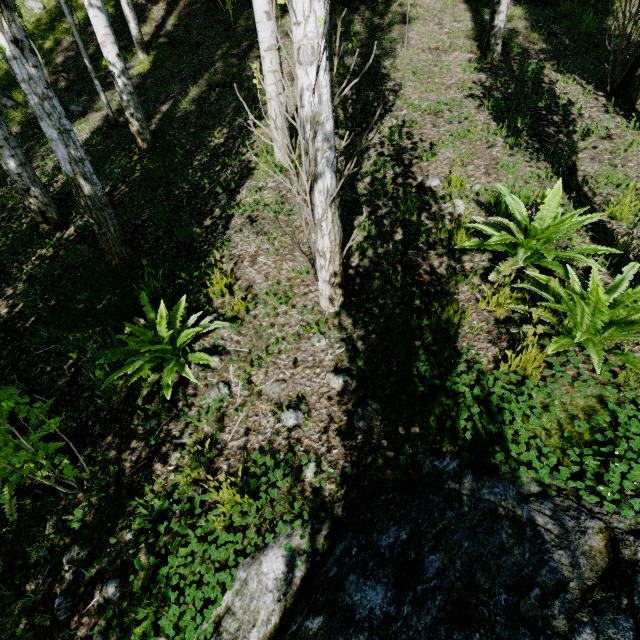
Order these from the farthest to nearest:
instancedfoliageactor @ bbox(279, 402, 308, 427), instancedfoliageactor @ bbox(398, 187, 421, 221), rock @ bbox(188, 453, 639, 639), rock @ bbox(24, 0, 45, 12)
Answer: rock @ bbox(24, 0, 45, 12) < instancedfoliageactor @ bbox(398, 187, 421, 221) < instancedfoliageactor @ bbox(279, 402, 308, 427) < rock @ bbox(188, 453, 639, 639)

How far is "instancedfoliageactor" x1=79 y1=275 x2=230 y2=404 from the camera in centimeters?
266cm

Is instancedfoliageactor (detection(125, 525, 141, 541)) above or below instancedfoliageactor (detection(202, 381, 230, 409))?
below

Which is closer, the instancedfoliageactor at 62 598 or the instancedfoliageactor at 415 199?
the instancedfoliageactor at 62 598

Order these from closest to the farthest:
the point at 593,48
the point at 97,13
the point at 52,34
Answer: the point at 97,13
the point at 593,48
the point at 52,34

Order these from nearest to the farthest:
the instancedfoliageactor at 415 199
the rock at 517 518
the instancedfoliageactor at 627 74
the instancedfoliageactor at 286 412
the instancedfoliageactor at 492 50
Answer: the rock at 517 518
the instancedfoliageactor at 286 412
the instancedfoliageactor at 415 199
the instancedfoliageactor at 627 74
the instancedfoliageactor at 492 50

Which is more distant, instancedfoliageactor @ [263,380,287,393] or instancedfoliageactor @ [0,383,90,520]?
instancedfoliageactor @ [263,380,287,393]
